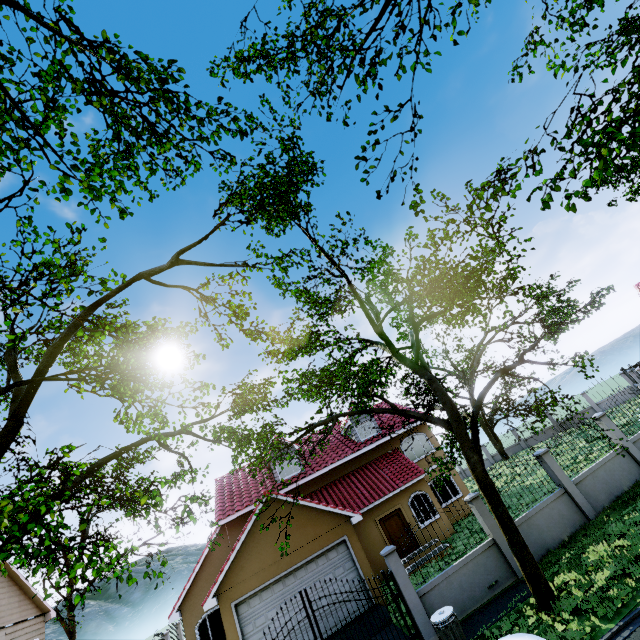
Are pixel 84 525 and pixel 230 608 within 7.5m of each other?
no

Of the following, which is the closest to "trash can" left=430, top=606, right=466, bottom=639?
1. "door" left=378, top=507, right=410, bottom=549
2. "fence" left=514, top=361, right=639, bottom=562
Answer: "fence" left=514, top=361, right=639, bottom=562

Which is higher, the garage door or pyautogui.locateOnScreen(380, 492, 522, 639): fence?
the garage door

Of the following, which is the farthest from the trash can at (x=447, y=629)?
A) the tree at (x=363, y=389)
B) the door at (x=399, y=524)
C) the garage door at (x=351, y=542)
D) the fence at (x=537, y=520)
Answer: the door at (x=399, y=524)

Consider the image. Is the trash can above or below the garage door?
below

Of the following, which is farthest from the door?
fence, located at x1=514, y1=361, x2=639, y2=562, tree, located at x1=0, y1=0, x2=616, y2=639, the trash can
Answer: the trash can

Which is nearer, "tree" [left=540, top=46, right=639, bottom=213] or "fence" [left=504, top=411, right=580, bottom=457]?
"tree" [left=540, top=46, right=639, bottom=213]

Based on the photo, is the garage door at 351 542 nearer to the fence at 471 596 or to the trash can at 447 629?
the fence at 471 596
